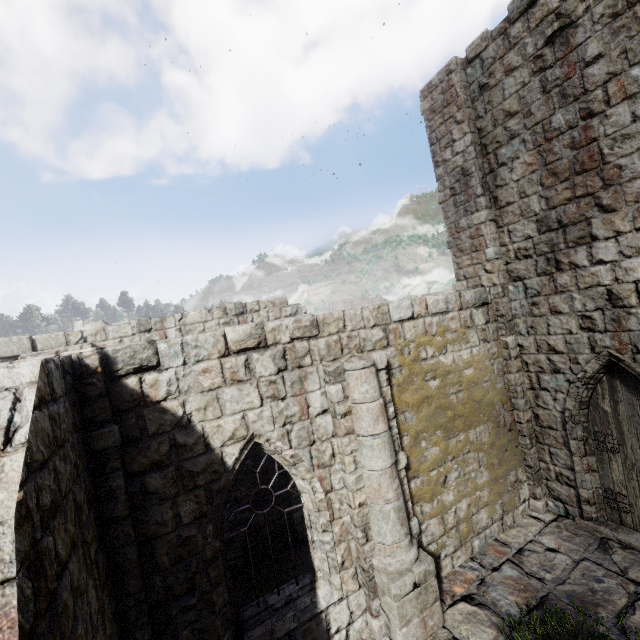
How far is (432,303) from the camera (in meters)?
7.38
